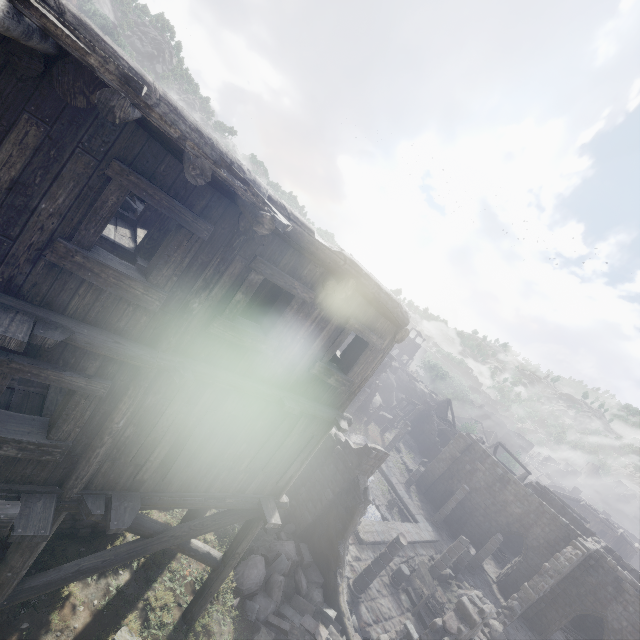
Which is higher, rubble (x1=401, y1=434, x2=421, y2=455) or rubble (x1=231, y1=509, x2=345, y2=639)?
rubble (x1=231, y1=509, x2=345, y2=639)

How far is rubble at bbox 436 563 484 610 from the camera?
18.1 meters

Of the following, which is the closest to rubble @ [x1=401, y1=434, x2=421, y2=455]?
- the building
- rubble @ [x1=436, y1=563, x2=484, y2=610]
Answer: the building

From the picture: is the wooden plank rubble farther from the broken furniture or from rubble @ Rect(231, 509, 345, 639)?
the broken furniture

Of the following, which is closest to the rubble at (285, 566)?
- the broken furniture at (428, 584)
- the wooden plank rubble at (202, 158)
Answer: the broken furniture at (428, 584)

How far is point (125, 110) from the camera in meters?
2.5 m

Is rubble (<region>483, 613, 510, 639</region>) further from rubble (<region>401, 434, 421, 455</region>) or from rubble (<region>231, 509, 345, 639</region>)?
rubble (<region>401, 434, 421, 455</region>)

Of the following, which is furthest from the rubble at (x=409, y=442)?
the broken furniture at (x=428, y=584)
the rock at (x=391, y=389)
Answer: the broken furniture at (x=428, y=584)
